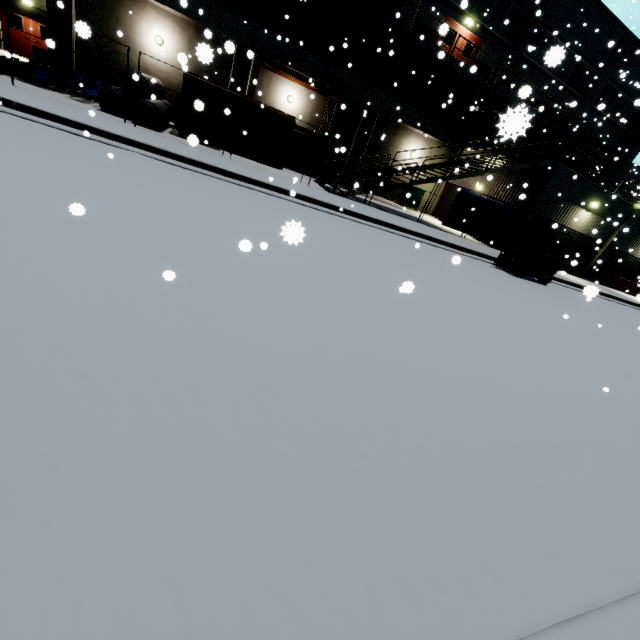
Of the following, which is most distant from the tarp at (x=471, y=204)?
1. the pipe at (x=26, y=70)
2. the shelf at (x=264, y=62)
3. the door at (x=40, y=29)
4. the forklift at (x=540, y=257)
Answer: the shelf at (x=264, y=62)

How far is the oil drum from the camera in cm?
1531

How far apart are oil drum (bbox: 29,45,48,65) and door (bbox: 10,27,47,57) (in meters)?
6.16

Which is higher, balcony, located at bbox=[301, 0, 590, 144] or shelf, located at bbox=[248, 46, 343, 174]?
shelf, located at bbox=[248, 46, 343, 174]

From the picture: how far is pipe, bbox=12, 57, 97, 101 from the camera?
11.9m

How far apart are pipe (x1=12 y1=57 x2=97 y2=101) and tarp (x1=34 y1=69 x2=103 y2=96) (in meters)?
0.07

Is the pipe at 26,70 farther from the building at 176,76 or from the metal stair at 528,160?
the metal stair at 528,160

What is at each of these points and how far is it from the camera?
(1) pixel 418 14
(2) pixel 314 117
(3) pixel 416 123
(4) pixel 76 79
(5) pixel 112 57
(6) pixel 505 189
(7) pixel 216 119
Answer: (1) building, 18.23m
(2) building, 19.64m
(3) vent duct, 20.14m
(4) tarp, 14.71m
(5) building, 15.88m
(6) building, 19.52m
(7) tarp, 11.34m
